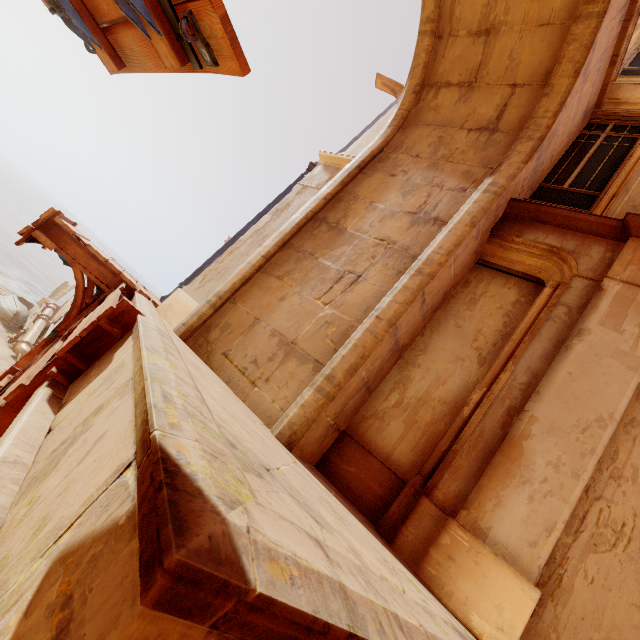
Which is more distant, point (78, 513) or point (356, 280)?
point (356, 280)

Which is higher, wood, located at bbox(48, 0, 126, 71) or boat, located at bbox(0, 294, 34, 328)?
wood, located at bbox(48, 0, 126, 71)

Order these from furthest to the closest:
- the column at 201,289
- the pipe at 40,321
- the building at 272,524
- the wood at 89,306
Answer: the pipe at 40,321
the column at 201,289
the wood at 89,306
the building at 272,524

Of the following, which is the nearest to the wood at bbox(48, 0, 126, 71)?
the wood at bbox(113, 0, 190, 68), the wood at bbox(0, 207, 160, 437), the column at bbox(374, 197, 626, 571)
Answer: the wood at bbox(113, 0, 190, 68)

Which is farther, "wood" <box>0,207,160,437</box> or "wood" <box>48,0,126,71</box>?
"wood" <box>0,207,160,437</box>

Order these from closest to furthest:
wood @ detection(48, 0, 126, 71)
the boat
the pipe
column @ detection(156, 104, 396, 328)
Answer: wood @ detection(48, 0, 126, 71), column @ detection(156, 104, 396, 328), the pipe, the boat

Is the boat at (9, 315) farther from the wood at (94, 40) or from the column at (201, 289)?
the wood at (94, 40)

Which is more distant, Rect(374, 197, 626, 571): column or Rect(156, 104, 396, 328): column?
Rect(156, 104, 396, 328): column
